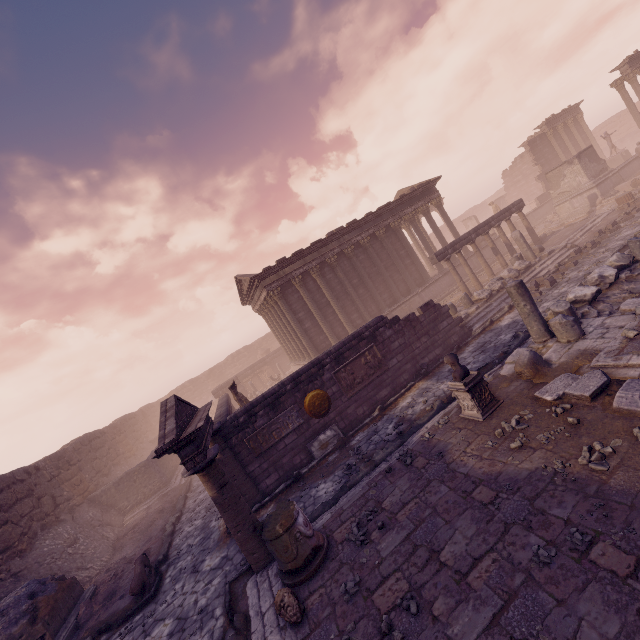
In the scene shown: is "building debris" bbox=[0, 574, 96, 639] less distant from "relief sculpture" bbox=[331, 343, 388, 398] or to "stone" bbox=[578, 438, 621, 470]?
"relief sculpture" bbox=[331, 343, 388, 398]

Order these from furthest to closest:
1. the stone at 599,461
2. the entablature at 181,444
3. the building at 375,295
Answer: the building at 375,295 → the entablature at 181,444 → the stone at 599,461

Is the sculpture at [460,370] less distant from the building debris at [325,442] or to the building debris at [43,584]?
the building debris at [325,442]

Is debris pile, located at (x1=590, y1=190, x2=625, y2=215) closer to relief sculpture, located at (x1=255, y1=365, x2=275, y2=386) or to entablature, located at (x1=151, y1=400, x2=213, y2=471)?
entablature, located at (x1=151, y1=400, x2=213, y2=471)

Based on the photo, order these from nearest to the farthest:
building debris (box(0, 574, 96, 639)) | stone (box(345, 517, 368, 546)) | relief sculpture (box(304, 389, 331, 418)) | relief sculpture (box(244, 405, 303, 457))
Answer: stone (box(345, 517, 368, 546)), building debris (box(0, 574, 96, 639)), relief sculpture (box(244, 405, 303, 457)), relief sculpture (box(304, 389, 331, 418))

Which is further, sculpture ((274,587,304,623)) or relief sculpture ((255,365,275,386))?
relief sculpture ((255,365,275,386))

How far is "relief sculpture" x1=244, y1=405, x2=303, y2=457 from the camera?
10.23m

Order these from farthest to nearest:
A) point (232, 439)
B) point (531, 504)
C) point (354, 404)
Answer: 1. point (354, 404)
2. point (232, 439)
3. point (531, 504)
